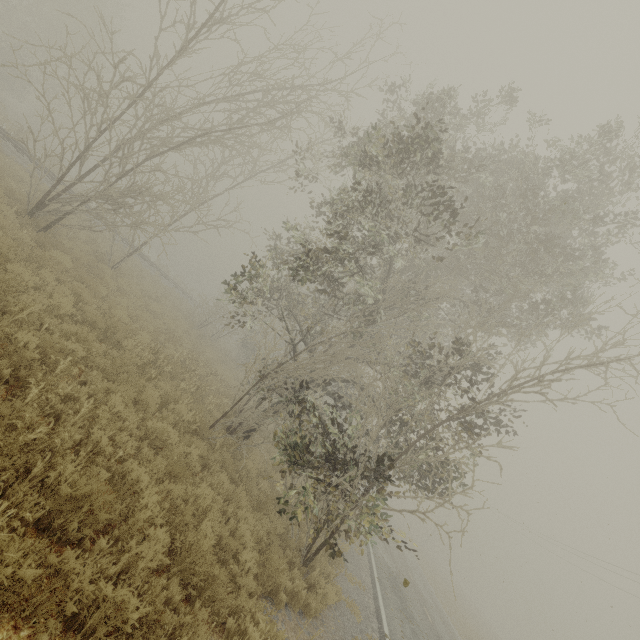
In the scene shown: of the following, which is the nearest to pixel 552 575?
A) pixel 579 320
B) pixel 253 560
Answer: pixel 579 320

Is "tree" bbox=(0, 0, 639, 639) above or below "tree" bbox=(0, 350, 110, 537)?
above

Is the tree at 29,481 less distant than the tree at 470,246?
Yes

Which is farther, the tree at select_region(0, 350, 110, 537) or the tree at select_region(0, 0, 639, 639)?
the tree at select_region(0, 0, 639, 639)

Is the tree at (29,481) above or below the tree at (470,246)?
below
